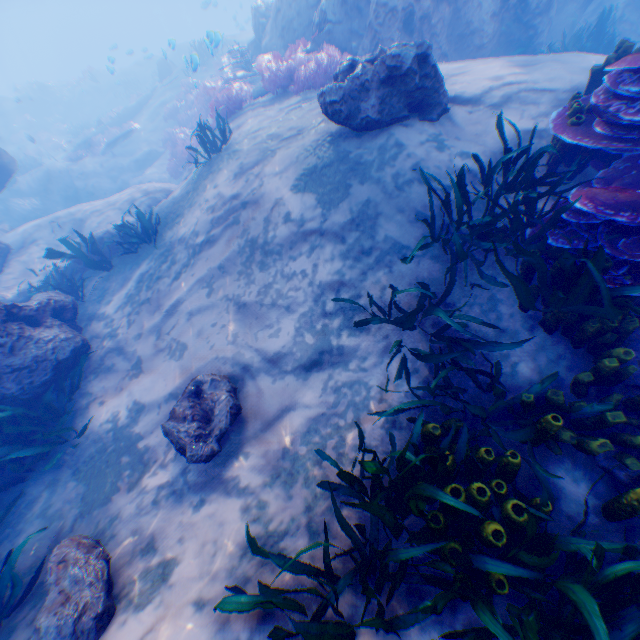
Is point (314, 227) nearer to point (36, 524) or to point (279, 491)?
point (279, 491)

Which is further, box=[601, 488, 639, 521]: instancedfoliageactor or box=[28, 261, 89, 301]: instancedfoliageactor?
box=[28, 261, 89, 301]: instancedfoliageactor

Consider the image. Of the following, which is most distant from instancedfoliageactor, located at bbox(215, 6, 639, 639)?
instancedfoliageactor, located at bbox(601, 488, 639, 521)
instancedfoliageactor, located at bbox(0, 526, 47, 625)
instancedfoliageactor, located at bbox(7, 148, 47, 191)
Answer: instancedfoliageactor, located at bbox(7, 148, 47, 191)

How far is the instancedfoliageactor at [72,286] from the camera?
7.51m

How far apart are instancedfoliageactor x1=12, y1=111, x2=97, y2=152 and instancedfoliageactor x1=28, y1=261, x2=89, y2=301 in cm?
2493

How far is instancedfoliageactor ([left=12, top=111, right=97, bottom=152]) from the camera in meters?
24.0 m

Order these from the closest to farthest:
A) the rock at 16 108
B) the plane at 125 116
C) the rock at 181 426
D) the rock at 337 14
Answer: the rock at 181 426, the rock at 337 14, the plane at 125 116, the rock at 16 108

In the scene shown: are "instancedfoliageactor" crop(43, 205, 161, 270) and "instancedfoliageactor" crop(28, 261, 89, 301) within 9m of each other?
yes
